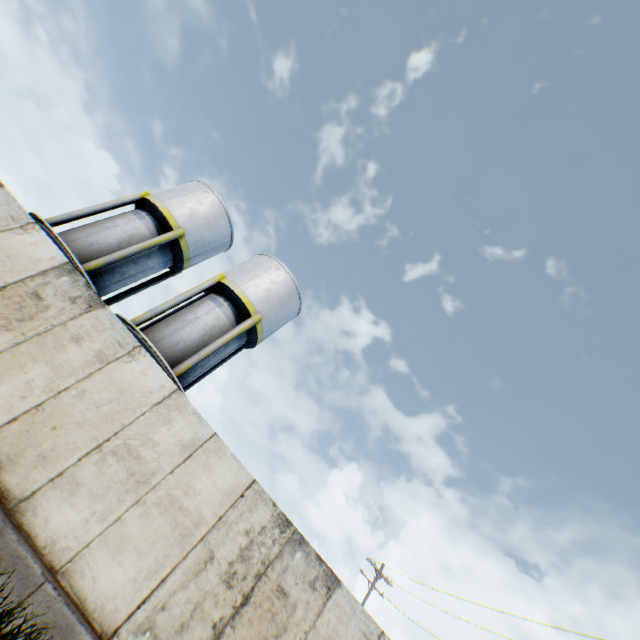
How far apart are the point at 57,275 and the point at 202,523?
5.8 meters

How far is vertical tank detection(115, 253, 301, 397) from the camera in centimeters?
1295cm

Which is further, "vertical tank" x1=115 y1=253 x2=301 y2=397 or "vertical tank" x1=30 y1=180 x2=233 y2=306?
"vertical tank" x1=30 y1=180 x2=233 y2=306

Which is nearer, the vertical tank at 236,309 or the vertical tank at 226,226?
the vertical tank at 236,309

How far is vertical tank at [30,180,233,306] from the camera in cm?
1355

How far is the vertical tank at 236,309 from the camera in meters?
13.0 m
